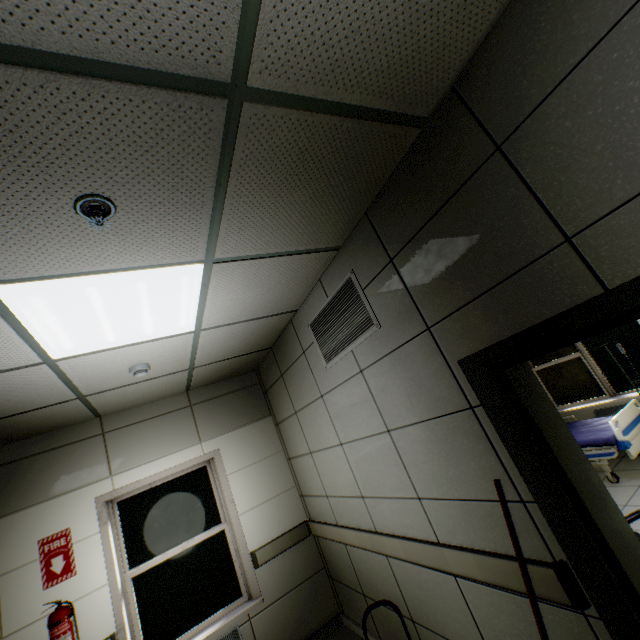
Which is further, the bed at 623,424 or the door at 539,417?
the bed at 623,424

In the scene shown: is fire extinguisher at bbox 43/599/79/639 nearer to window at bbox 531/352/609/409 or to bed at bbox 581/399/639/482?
bed at bbox 581/399/639/482

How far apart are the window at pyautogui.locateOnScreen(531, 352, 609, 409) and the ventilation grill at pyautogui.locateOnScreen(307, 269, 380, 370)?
5.3m

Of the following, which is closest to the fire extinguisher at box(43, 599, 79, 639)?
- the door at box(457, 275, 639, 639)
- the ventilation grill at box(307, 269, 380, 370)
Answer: the ventilation grill at box(307, 269, 380, 370)

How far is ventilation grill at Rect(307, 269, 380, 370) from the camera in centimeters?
235cm

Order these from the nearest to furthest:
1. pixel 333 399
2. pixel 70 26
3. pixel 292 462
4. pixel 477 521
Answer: pixel 70 26 < pixel 477 521 < pixel 333 399 < pixel 292 462

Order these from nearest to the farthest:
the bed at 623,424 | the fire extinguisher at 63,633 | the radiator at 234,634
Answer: the fire extinguisher at 63,633, the radiator at 234,634, the bed at 623,424

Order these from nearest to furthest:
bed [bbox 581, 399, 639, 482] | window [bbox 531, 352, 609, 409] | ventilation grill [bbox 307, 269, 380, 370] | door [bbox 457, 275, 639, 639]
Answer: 1. door [bbox 457, 275, 639, 639]
2. ventilation grill [bbox 307, 269, 380, 370]
3. bed [bbox 581, 399, 639, 482]
4. window [bbox 531, 352, 609, 409]
